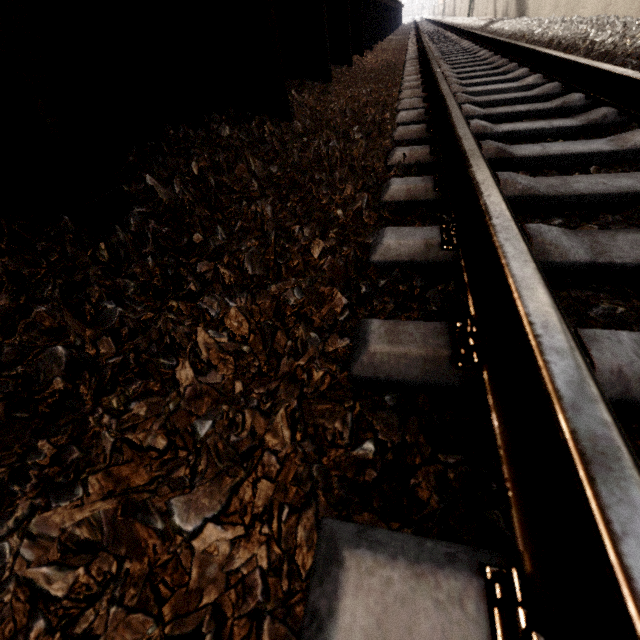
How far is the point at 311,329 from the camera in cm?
85

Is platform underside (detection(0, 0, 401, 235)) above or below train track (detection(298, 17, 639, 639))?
above

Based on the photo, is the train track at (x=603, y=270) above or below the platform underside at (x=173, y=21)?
below

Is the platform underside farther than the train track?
Yes

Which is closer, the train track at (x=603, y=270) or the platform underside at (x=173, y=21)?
the train track at (x=603, y=270)
